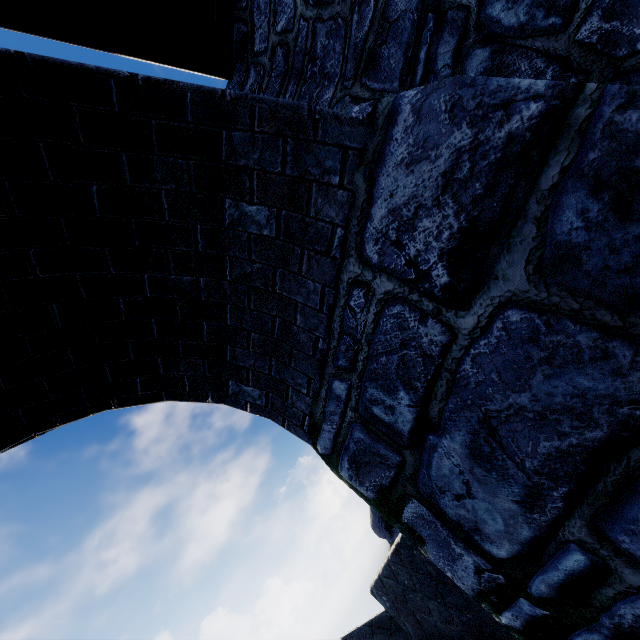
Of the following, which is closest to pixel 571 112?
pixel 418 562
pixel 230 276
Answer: pixel 230 276
